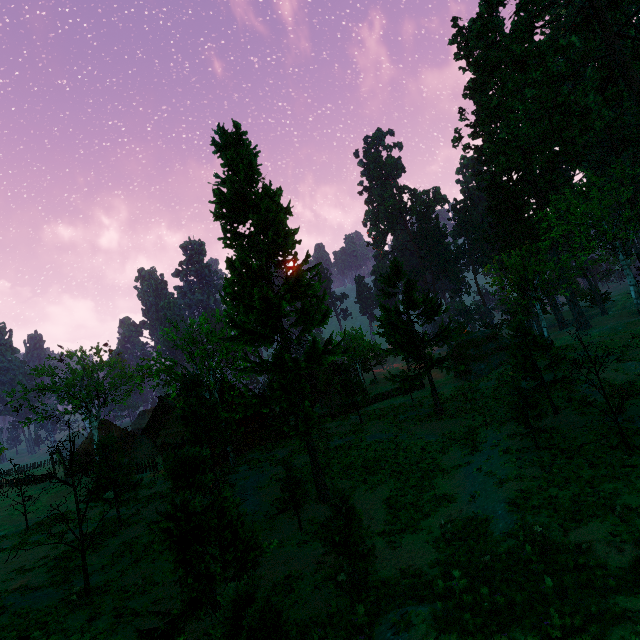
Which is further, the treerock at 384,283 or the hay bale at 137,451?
the hay bale at 137,451

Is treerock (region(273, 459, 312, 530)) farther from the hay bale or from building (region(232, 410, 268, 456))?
the hay bale

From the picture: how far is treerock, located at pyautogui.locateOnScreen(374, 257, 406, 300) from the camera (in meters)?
27.50

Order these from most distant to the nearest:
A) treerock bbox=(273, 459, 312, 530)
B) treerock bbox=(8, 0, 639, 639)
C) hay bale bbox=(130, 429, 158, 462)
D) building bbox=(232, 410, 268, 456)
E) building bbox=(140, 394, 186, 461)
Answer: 1. hay bale bbox=(130, 429, 158, 462)
2. building bbox=(232, 410, 268, 456)
3. building bbox=(140, 394, 186, 461)
4. treerock bbox=(273, 459, 312, 530)
5. treerock bbox=(8, 0, 639, 639)

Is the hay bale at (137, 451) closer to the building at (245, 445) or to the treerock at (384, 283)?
the building at (245, 445)

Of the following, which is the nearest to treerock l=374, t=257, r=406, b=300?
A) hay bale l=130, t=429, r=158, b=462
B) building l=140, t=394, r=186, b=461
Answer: building l=140, t=394, r=186, b=461

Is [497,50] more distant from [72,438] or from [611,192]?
[72,438]
